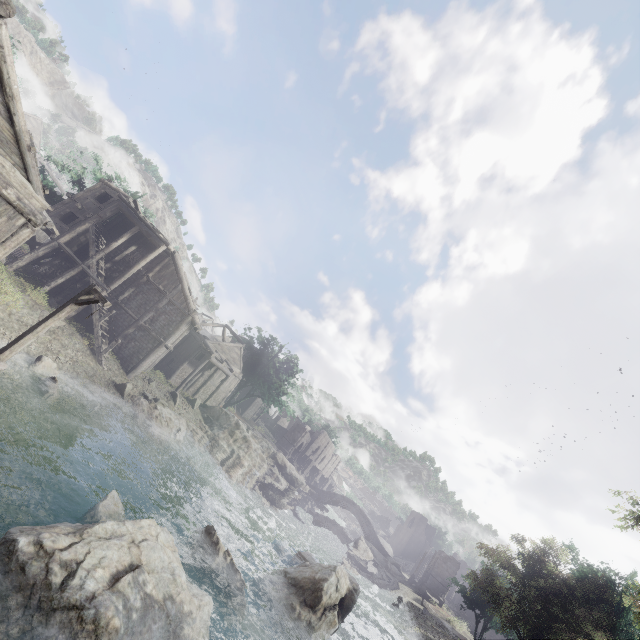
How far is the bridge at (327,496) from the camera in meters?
51.1

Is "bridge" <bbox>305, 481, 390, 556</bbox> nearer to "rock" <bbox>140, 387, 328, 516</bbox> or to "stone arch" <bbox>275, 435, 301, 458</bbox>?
"stone arch" <bbox>275, 435, 301, 458</bbox>

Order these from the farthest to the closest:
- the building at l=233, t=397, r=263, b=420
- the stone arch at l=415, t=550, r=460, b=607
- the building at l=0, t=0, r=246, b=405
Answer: the building at l=233, t=397, r=263, b=420 < the stone arch at l=415, t=550, r=460, b=607 < the building at l=0, t=0, r=246, b=405

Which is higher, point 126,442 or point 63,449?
point 126,442

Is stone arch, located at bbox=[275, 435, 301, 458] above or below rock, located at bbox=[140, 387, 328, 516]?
above

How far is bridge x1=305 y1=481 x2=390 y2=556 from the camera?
51.1 meters

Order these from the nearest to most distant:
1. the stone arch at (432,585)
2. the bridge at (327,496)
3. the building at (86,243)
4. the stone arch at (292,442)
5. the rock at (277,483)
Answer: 1. the building at (86,243)
2. the rock at (277,483)
3. the stone arch at (432,585)
4. the bridge at (327,496)
5. the stone arch at (292,442)

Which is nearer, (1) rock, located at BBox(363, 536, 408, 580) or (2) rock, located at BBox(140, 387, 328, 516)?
(2) rock, located at BBox(140, 387, 328, 516)
